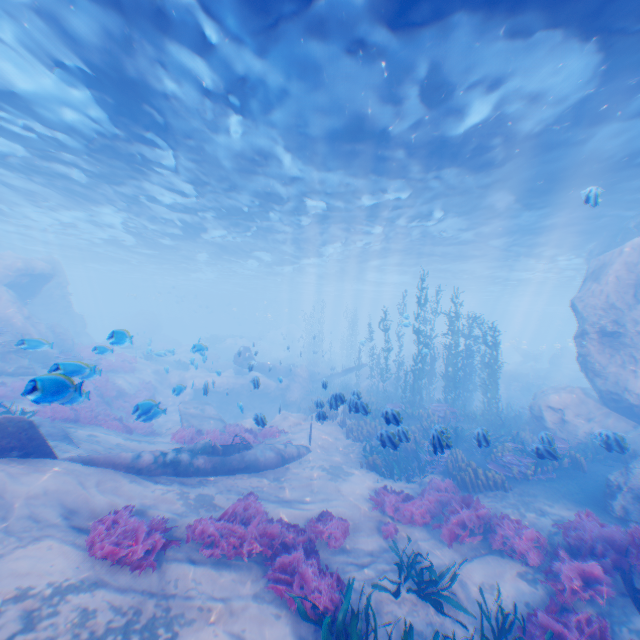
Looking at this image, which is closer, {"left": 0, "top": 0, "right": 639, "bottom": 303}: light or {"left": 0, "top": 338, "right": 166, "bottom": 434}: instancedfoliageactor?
{"left": 0, "top": 338, "right": 166, "bottom": 434}: instancedfoliageactor

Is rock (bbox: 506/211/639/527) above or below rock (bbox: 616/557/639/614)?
above

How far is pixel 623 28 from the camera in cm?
744

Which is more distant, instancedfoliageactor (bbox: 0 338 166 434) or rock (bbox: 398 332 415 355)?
rock (bbox: 398 332 415 355)

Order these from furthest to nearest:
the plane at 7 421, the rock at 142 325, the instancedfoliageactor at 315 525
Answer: the plane at 7 421
the rock at 142 325
the instancedfoliageactor at 315 525

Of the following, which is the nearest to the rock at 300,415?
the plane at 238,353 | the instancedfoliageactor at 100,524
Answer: the plane at 238,353

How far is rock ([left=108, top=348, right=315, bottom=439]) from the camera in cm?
1491

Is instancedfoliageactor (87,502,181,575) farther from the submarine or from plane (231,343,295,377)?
the submarine
